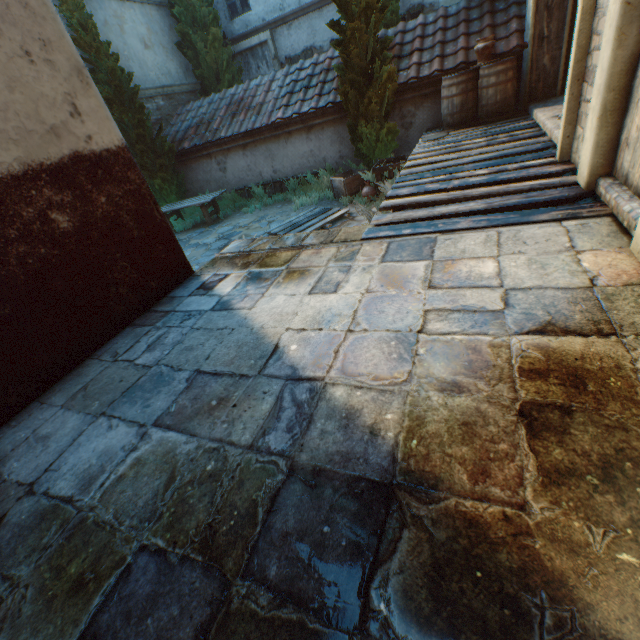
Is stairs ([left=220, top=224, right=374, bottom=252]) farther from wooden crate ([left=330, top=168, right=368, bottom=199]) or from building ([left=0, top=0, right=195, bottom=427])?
wooden crate ([left=330, top=168, right=368, bottom=199])

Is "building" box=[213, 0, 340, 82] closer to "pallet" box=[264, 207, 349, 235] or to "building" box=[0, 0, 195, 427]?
"building" box=[0, 0, 195, 427]

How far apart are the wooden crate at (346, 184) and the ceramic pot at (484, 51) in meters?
2.9

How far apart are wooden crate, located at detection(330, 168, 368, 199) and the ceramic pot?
2.9m

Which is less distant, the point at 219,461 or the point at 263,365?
the point at 219,461

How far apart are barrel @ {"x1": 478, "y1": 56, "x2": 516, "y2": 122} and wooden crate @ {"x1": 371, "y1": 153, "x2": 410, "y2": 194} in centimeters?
86cm

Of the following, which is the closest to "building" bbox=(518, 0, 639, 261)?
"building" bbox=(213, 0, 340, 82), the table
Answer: the table

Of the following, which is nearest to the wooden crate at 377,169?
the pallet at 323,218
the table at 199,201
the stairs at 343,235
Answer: the pallet at 323,218
